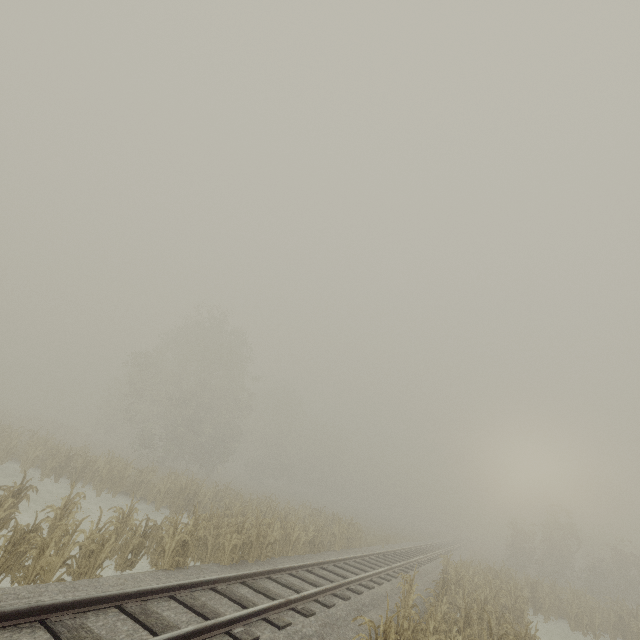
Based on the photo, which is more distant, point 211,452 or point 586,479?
point 586,479
